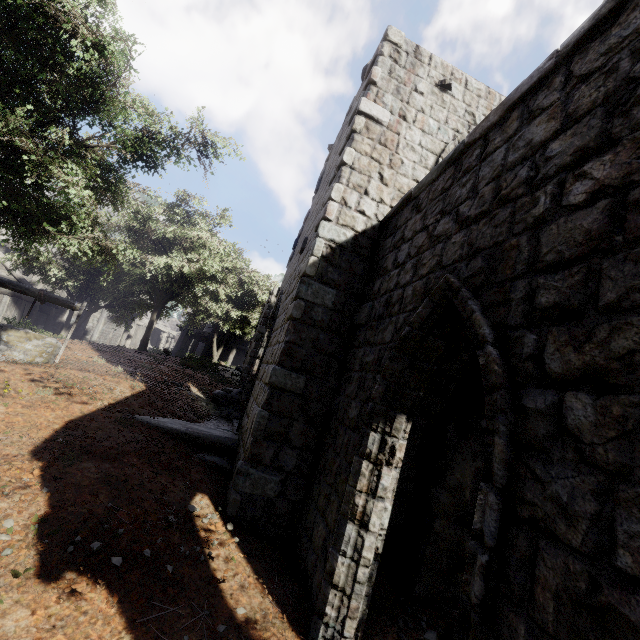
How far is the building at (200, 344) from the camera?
28.39m

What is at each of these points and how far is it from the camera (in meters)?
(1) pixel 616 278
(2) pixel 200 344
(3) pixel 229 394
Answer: (1) building, 1.81
(2) building, 52.12
(3) rubble, 12.19

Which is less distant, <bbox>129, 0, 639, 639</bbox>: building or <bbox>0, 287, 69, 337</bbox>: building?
<bbox>129, 0, 639, 639</bbox>: building

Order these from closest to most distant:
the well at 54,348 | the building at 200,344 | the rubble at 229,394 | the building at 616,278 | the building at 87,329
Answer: the building at 616,278 → the well at 54,348 → the rubble at 229,394 → the building at 87,329 → the building at 200,344

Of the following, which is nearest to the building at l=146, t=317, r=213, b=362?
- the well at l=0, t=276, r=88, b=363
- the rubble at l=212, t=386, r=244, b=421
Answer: the rubble at l=212, t=386, r=244, b=421

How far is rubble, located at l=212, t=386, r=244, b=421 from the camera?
10.0m

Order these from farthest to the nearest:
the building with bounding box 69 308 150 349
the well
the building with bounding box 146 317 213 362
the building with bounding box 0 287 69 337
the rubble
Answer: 1. the building with bounding box 146 317 213 362
2. the building with bounding box 69 308 150 349
3. the building with bounding box 0 287 69 337
4. the rubble
5. the well
